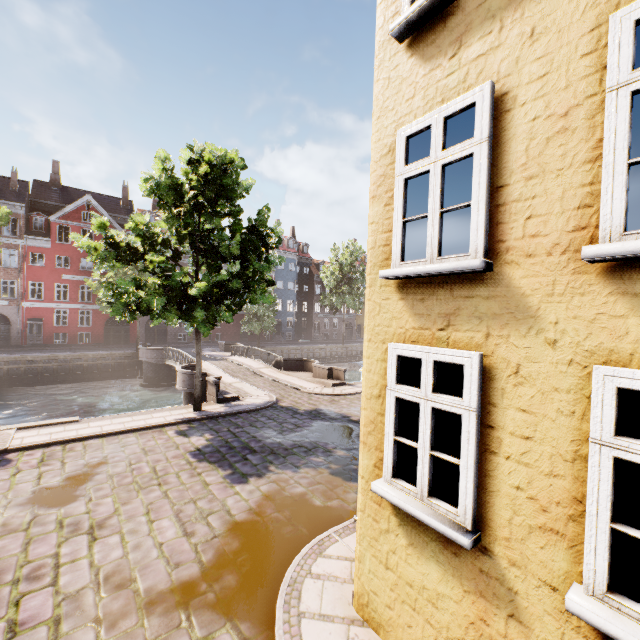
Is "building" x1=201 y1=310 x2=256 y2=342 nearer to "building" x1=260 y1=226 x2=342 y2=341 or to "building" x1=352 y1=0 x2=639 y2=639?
"building" x1=260 y1=226 x2=342 y2=341

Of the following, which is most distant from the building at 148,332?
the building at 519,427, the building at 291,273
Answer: the building at 519,427

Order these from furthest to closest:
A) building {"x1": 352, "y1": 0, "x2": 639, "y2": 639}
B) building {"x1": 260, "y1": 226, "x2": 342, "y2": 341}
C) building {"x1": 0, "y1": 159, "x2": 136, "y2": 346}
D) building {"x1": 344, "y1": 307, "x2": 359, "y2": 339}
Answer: building {"x1": 344, "y1": 307, "x2": 359, "y2": 339}
building {"x1": 260, "y1": 226, "x2": 342, "y2": 341}
building {"x1": 0, "y1": 159, "x2": 136, "y2": 346}
building {"x1": 352, "y1": 0, "x2": 639, "y2": 639}

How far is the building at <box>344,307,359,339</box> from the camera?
57.97m

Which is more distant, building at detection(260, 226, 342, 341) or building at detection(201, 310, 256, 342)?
building at detection(260, 226, 342, 341)

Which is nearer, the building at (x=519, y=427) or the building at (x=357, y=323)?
the building at (x=519, y=427)

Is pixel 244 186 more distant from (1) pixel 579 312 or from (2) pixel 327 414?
(1) pixel 579 312
